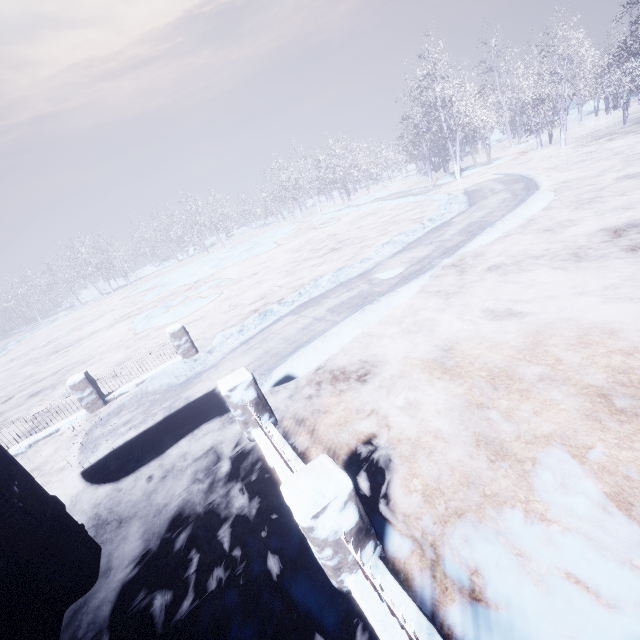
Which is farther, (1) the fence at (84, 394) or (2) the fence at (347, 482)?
(1) the fence at (84, 394)

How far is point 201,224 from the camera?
43.81m

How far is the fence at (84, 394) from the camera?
7.3 meters

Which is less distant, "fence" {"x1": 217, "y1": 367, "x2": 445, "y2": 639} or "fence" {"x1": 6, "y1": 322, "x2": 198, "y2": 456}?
"fence" {"x1": 217, "y1": 367, "x2": 445, "y2": 639}

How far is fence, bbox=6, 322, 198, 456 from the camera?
7.29m
